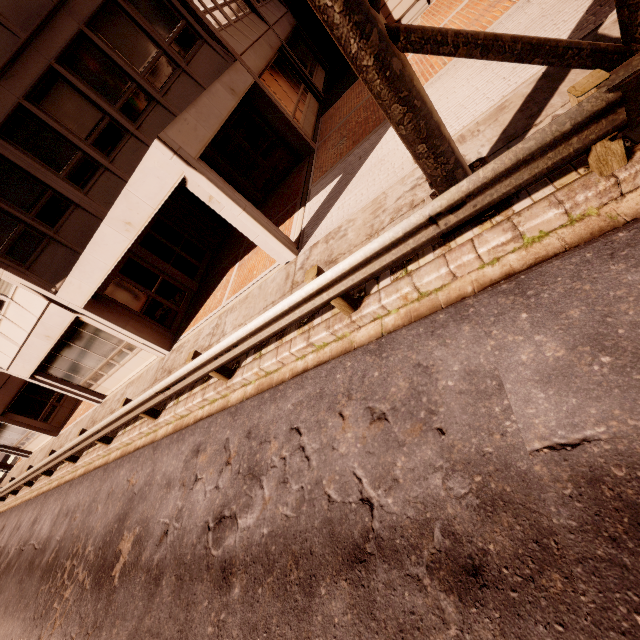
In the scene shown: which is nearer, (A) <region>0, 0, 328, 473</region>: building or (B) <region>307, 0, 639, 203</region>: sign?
(B) <region>307, 0, 639, 203</region>: sign

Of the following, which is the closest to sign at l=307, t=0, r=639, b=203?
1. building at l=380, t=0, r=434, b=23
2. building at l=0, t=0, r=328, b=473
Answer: building at l=0, t=0, r=328, b=473

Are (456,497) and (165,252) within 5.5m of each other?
no

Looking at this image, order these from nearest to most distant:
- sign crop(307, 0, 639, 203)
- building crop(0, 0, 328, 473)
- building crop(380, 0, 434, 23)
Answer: sign crop(307, 0, 639, 203), building crop(0, 0, 328, 473), building crop(380, 0, 434, 23)

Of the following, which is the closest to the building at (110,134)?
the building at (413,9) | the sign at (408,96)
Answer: the building at (413,9)

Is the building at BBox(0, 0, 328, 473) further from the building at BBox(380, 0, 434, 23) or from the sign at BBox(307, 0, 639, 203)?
the sign at BBox(307, 0, 639, 203)

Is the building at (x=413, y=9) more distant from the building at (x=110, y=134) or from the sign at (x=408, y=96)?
the sign at (x=408, y=96)
